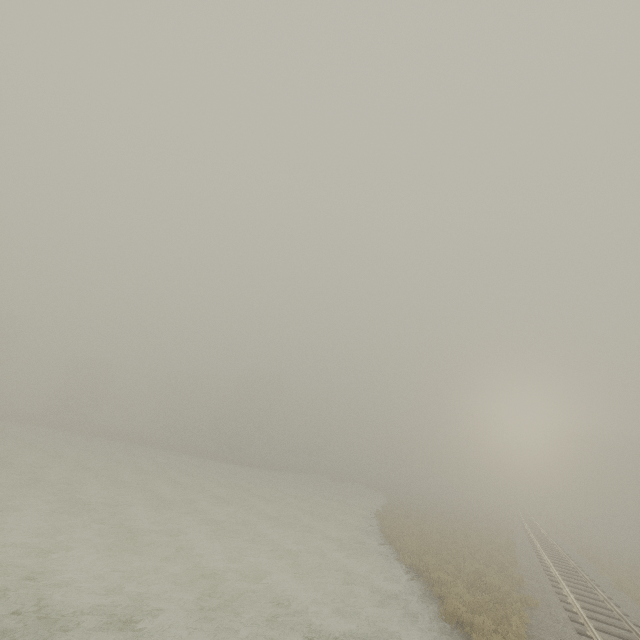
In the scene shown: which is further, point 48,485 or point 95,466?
point 95,466
